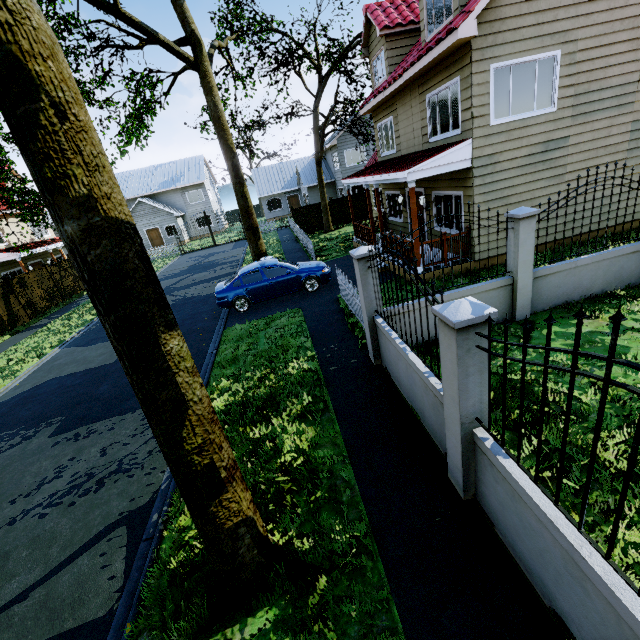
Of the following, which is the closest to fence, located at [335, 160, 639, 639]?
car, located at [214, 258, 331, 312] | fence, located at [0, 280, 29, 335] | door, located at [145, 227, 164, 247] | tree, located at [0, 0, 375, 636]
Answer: fence, located at [0, 280, 29, 335]

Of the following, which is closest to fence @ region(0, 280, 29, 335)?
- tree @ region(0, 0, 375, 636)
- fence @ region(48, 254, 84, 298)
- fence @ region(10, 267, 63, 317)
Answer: fence @ region(10, 267, 63, 317)

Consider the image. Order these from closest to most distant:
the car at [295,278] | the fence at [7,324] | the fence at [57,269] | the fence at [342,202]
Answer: the car at [295,278] < the fence at [7,324] < the fence at [57,269] < the fence at [342,202]

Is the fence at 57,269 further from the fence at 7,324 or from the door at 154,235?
the door at 154,235

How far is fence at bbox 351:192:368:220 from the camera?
25.50m

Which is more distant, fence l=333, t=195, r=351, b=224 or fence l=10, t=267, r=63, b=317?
fence l=333, t=195, r=351, b=224

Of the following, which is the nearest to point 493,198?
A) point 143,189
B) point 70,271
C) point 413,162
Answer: point 413,162

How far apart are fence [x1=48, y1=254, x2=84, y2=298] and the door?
14.8 meters
